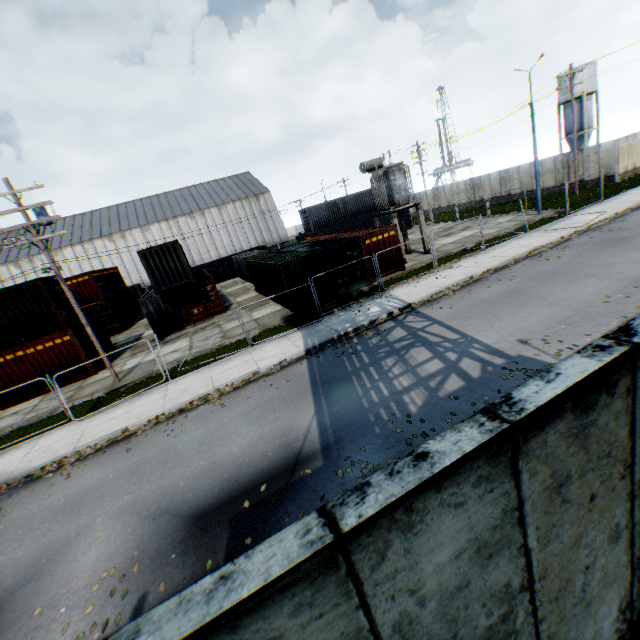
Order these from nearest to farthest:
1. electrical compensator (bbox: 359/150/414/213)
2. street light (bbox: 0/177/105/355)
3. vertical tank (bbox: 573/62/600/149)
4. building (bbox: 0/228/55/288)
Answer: street light (bbox: 0/177/105/355)
electrical compensator (bbox: 359/150/414/213)
vertical tank (bbox: 573/62/600/149)
building (bbox: 0/228/55/288)

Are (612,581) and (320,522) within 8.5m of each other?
yes

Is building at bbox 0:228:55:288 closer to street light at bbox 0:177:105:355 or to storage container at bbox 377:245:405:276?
storage container at bbox 377:245:405:276

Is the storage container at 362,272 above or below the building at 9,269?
below

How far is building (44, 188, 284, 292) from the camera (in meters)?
50.78

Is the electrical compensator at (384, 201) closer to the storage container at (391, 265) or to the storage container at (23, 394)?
the storage container at (391, 265)

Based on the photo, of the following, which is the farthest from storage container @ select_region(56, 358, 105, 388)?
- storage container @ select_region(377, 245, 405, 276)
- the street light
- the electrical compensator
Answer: the electrical compensator

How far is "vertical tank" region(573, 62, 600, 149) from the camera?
40.88m
